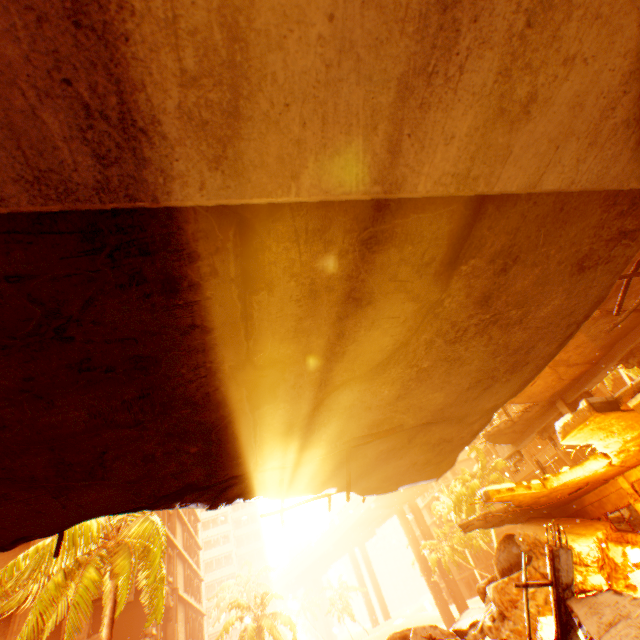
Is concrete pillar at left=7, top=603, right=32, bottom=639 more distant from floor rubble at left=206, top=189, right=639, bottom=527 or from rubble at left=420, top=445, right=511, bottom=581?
floor rubble at left=206, top=189, right=639, bottom=527

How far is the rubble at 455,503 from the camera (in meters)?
31.52

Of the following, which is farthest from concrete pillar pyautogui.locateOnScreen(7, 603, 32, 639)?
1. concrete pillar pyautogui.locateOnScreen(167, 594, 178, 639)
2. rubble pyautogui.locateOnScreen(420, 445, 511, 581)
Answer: concrete pillar pyautogui.locateOnScreen(167, 594, 178, 639)

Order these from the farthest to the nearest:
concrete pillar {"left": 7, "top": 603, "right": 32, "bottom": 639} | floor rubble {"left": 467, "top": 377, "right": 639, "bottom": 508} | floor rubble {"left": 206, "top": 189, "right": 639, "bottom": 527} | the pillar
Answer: concrete pillar {"left": 7, "top": 603, "right": 32, "bottom": 639}
the pillar
floor rubble {"left": 467, "top": 377, "right": 639, "bottom": 508}
floor rubble {"left": 206, "top": 189, "right": 639, "bottom": 527}

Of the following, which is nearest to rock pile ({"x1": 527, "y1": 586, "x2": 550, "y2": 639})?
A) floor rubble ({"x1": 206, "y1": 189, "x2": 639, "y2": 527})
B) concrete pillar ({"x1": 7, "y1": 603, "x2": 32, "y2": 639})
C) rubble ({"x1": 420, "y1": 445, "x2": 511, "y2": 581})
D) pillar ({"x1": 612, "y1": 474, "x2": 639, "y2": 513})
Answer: pillar ({"x1": 612, "y1": 474, "x2": 639, "y2": 513})

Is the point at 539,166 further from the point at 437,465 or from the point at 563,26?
the point at 437,465

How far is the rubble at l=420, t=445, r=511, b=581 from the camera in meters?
31.5

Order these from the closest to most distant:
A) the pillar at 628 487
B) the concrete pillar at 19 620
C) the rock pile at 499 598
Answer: the rock pile at 499 598
the pillar at 628 487
the concrete pillar at 19 620
